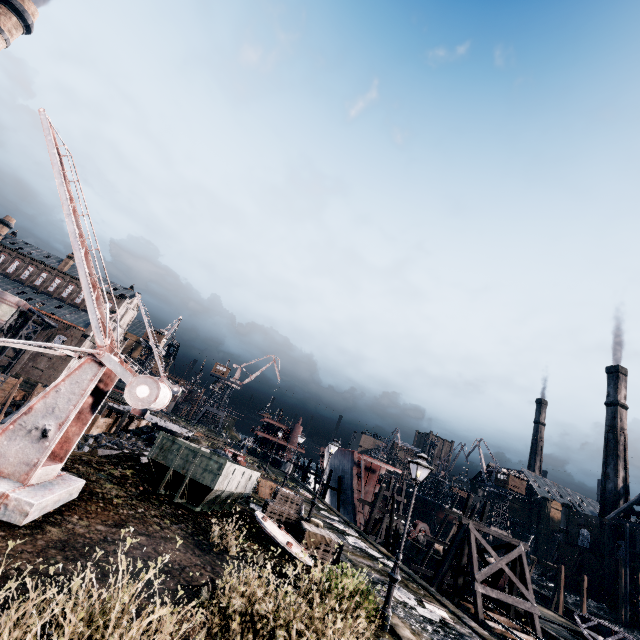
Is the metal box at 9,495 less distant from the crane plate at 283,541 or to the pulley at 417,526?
the crane plate at 283,541

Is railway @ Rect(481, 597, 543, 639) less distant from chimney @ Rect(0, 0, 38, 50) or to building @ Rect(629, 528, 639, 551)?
building @ Rect(629, 528, 639, 551)

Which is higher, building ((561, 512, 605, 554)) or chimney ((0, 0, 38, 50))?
chimney ((0, 0, 38, 50))

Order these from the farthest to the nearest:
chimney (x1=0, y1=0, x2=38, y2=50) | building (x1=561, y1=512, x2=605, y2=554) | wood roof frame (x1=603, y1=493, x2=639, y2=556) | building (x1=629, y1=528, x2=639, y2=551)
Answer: building (x1=561, y1=512, x2=605, y2=554) < wood roof frame (x1=603, y1=493, x2=639, y2=556) < building (x1=629, y1=528, x2=639, y2=551) < chimney (x1=0, y1=0, x2=38, y2=50)

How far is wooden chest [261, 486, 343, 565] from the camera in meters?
15.4 m

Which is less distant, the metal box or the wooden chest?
the metal box

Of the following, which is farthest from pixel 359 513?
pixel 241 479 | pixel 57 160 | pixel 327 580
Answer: pixel 57 160

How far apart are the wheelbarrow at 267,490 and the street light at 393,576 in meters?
15.7 m
